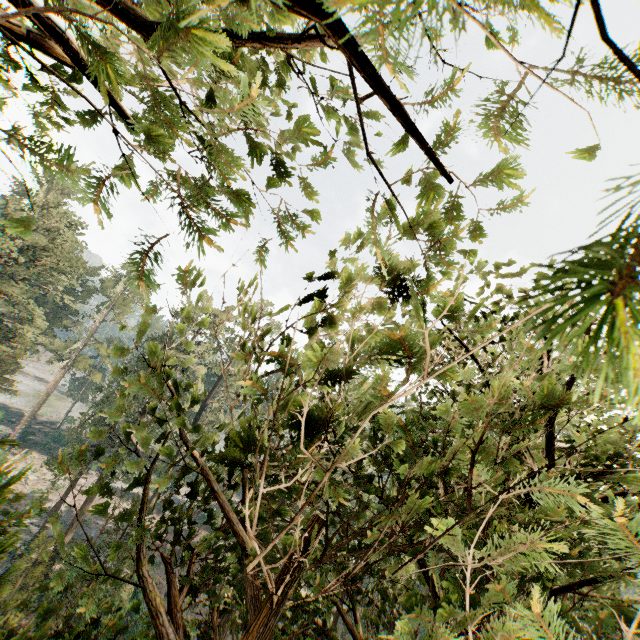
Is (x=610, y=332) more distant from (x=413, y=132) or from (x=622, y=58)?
(x=413, y=132)

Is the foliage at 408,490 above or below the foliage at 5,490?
above

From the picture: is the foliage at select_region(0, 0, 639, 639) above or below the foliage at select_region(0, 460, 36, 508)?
above
